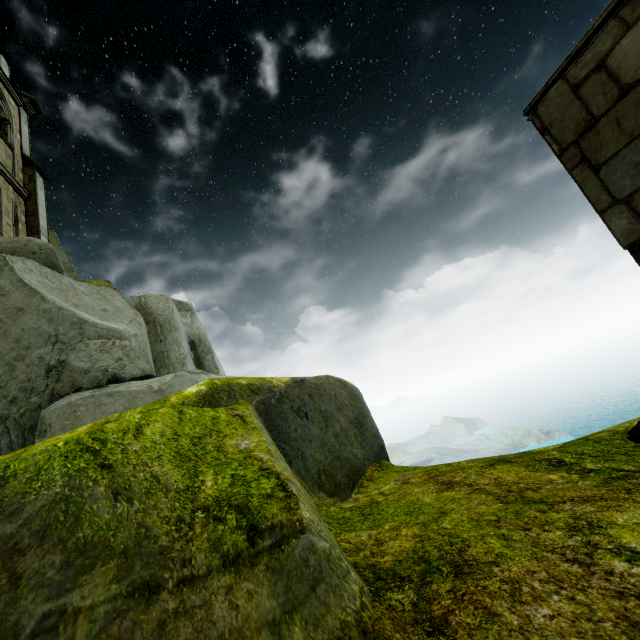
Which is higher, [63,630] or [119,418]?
[119,418]

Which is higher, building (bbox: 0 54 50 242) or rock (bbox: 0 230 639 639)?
building (bbox: 0 54 50 242)

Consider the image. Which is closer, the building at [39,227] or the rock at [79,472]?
the rock at [79,472]

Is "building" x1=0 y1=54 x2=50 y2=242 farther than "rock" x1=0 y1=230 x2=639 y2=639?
Yes

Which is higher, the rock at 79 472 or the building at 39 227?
the building at 39 227
